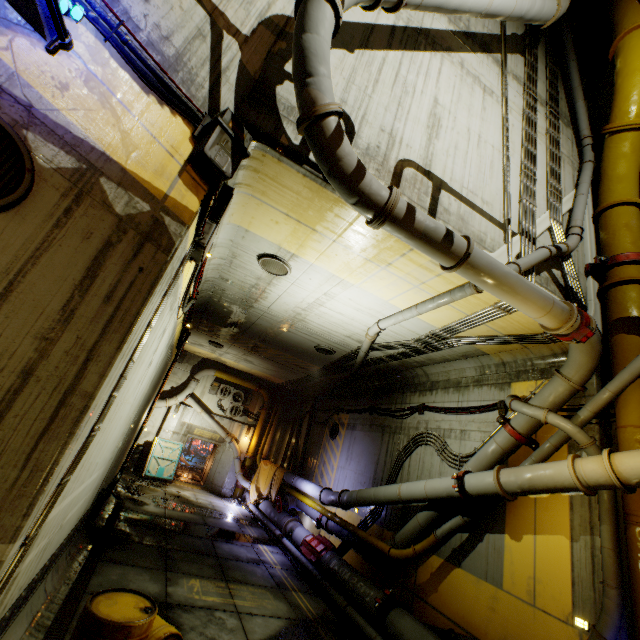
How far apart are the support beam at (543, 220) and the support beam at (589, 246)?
0.3m

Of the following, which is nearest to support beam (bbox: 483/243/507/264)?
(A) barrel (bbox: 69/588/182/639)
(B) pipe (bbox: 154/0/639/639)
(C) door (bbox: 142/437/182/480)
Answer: (B) pipe (bbox: 154/0/639/639)

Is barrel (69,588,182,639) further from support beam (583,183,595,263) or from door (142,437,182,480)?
door (142,437,182,480)

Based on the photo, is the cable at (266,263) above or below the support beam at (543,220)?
below

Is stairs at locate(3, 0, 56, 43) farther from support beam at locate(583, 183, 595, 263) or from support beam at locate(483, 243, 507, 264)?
support beam at locate(583, 183, 595, 263)

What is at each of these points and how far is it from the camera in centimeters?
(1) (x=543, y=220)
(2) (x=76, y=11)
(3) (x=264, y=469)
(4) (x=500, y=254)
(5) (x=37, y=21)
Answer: (1) support beam, 710cm
(2) pipe, 279cm
(3) cloth, 1819cm
(4) support beam, 608cm
(5) stairs, 254cm

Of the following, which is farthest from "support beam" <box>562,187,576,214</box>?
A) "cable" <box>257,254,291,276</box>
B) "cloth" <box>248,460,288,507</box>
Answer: "cloth" <box>248,460,288,507</box>

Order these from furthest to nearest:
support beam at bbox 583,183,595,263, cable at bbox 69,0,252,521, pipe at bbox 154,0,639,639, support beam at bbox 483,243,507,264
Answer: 1. support beam at bbox 583,183,595,263
2. support beam at bbox 483,243,507,264
3. pipe at bbox 154,0,639,639
4. cable at bbox 69,0,252,521
